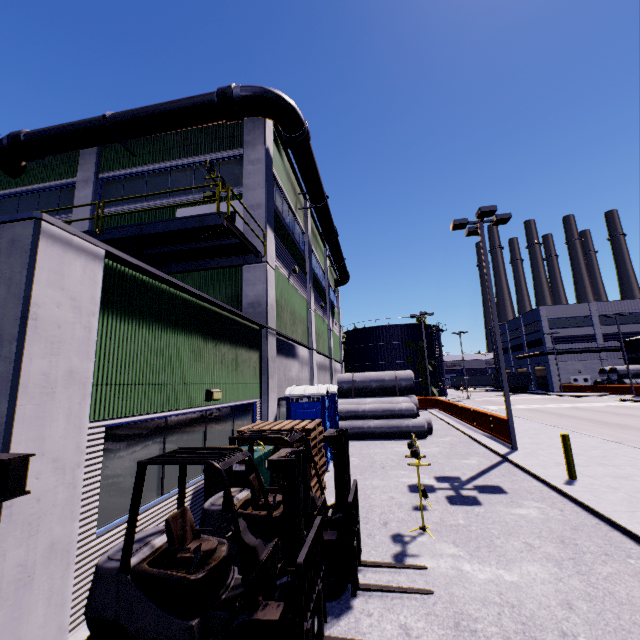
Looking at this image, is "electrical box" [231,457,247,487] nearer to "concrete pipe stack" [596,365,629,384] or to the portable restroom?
the portable restroom

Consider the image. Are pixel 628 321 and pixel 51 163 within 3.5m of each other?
no

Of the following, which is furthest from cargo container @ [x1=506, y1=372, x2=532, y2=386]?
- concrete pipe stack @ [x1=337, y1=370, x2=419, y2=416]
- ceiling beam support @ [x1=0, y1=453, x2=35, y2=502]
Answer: ceiling beam support @ [x1=0, y1=453, x2=35, y2=502]

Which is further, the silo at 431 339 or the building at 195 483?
the silo at 431 339

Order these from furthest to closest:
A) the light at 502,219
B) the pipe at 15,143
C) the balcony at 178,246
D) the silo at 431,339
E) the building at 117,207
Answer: the silo at 431,339, the building at 117,207, the light at 502,219, the pipe at 15,143, the balcony at 178,246

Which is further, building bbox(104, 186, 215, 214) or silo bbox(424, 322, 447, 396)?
silo bbox(424, 322, 447, 396)

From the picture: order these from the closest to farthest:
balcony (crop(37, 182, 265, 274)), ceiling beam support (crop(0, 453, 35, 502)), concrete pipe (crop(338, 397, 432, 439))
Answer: ceiling beam support (crop(0, 453, 35, 502))
balcony (crop(37, 182, 265, 274))
concrete pipe (crop(338, 397, 432, 439))

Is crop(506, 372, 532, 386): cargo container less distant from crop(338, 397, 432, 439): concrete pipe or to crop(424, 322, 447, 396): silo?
crop(424, 322, 447, 396): silo
